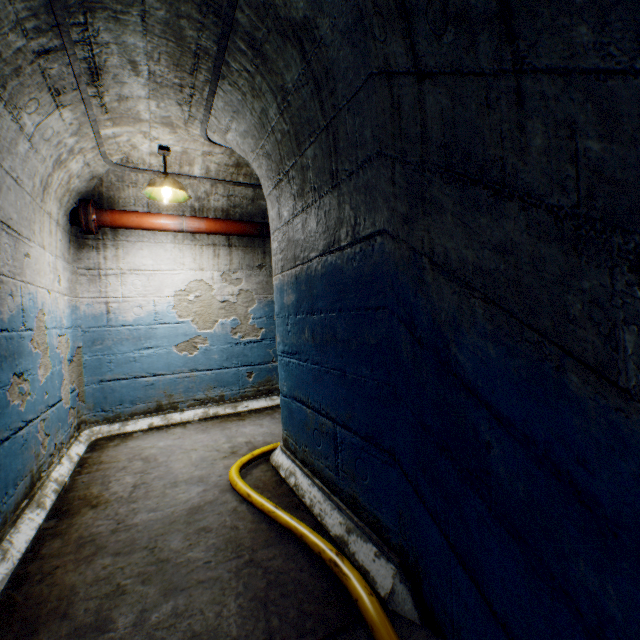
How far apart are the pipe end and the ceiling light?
0.6m

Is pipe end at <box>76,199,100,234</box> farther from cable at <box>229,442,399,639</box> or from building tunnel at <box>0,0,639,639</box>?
cable at <box>229,442,399,639</box>

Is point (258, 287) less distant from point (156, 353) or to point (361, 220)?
point (156, 353)

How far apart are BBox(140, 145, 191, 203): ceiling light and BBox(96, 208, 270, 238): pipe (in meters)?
0.32

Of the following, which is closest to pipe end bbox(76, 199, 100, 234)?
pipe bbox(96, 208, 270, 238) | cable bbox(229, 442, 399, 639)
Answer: pipe bbox(96, 208, 270, 238)

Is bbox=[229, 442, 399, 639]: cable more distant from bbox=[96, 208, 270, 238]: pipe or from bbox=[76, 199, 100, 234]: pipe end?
bbox=[76, 199, 100, 234]: pipe end

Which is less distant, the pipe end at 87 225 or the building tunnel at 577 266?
the building tunnel at 577 266

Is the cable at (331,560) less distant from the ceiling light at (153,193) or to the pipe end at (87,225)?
the ceiling light at (153,193)
